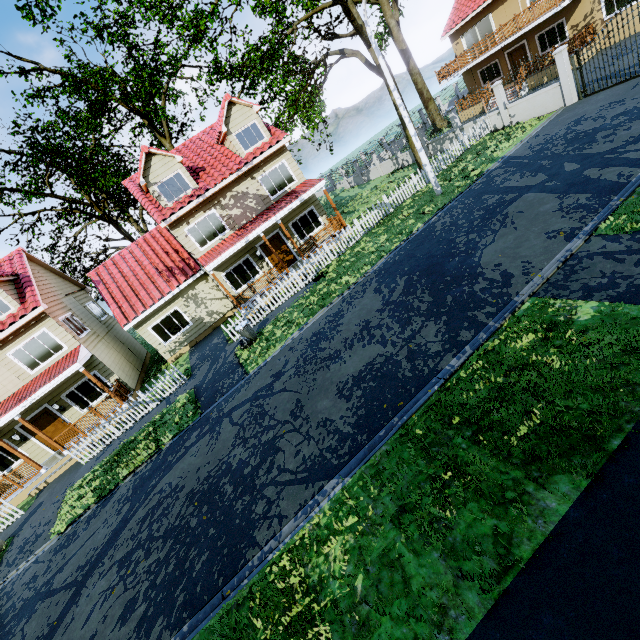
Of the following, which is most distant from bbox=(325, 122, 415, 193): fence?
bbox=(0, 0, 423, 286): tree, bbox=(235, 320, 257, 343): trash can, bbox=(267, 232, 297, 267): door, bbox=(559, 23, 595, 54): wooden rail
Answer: bbox=(559, 23, 595, 54): wooden rail

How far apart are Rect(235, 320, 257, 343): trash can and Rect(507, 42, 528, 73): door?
29.5m

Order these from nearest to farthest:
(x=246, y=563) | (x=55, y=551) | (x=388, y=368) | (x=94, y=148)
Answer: (x=246, y=563)
(x=388, y=368)
(x=55, y=551)
(x=94, y=148)

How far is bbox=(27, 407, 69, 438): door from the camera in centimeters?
1609cm

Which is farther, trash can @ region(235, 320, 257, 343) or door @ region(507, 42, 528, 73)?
door @ region(507, 42, 528, 73)

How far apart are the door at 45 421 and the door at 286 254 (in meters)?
13.52

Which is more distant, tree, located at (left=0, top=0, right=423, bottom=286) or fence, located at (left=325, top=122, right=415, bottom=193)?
fence, located at (left=325, top=122, right=415, bottom=193)

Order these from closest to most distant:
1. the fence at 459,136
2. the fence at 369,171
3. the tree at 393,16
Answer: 1. the fence at 459,136
2. the fence at 369,171
3. the tree at 393,16
